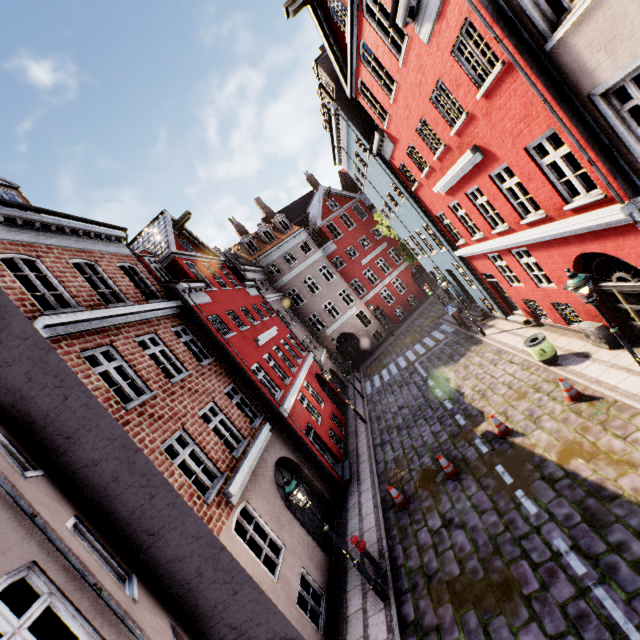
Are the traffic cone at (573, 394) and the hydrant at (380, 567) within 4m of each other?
no

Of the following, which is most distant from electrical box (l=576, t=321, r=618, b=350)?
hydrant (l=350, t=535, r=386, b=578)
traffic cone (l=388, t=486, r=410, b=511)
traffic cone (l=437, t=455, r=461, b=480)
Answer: hydrant (l=350, t=535, r=386, b=578)

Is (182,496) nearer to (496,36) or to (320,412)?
(320,412)

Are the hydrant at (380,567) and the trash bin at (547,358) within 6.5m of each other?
no

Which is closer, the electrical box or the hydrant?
the hydrant

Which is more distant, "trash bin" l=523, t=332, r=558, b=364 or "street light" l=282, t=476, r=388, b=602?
"trash bin" l=523, t=332, r=558, b=364

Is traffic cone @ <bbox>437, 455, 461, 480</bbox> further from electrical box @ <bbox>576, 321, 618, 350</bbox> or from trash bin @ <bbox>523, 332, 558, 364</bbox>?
electrical box @ <bbox>576, 321, 618, 350</bbox>

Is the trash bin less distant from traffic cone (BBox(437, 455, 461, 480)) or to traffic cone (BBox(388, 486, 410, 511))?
traffic cone (BBox(437, 455, 461, 480))
